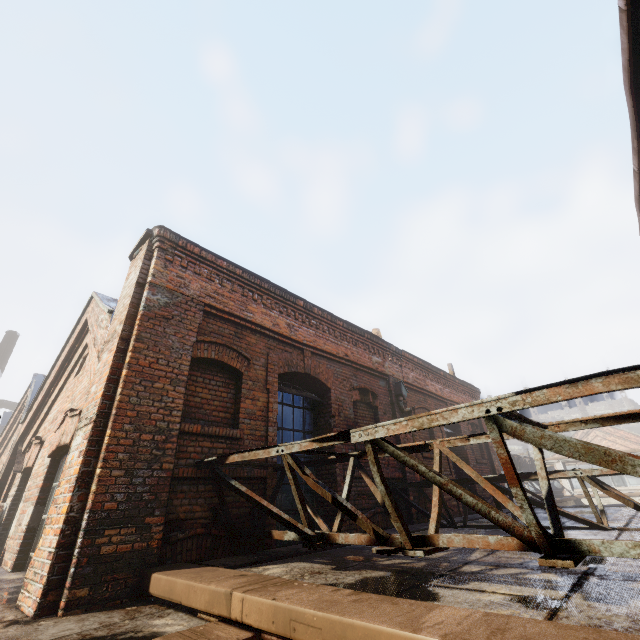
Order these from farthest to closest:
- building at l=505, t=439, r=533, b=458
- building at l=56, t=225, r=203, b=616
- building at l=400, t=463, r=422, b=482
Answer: building at l=505, t=439, r=533, b=458, building at l=400, t=463, r=422, b=482, building at l=56, t=225, r=203, b=616

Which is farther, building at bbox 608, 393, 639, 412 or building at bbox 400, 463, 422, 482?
building at bbox 608, 393, 639, 412

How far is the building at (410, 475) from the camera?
7.73m

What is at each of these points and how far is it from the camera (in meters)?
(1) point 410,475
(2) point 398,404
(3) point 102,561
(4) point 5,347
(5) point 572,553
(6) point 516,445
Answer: (1) building, 7.86
(2) building, 8.62
(3) building, 3.23
(4) building, 24.39
(5) scaffolding, 2.00
(6) building, 56.81

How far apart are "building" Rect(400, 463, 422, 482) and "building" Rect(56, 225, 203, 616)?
5.6 meters

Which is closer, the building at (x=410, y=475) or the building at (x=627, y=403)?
the building at (x=410, y=475)

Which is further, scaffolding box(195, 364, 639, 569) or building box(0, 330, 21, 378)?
building box(0, 330, 21, 378)
